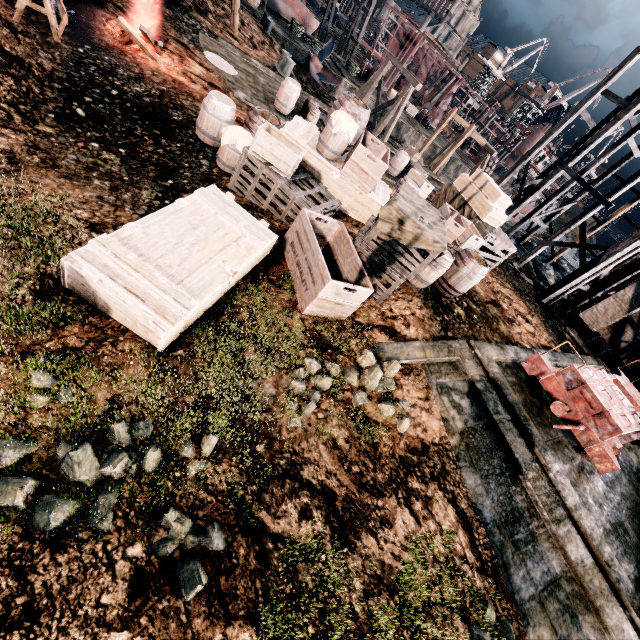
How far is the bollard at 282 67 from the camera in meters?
20.1 m

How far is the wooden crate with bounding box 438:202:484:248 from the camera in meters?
10.3 m

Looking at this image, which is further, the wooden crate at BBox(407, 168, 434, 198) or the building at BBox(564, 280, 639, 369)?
the building at BBox(564, 280, 639, 369)

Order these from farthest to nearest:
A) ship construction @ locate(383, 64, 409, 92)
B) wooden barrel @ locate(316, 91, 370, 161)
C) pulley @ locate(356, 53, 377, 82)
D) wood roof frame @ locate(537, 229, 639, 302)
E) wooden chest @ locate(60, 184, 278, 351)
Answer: ship construction @ locate(383, 64, 409, 92) < pulley @ locate(356, 53, 377, 82) < wood roof frame @ locate(537, 229, 639, 302) < wooden barrel @ locate(316, 91, 370, 161) < wooden chest @ locate(60, 184, 278, 351)

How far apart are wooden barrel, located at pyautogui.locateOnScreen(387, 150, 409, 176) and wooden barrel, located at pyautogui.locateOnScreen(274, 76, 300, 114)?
7.3 meters

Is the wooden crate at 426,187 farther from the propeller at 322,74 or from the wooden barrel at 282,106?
the propeller at 322,74

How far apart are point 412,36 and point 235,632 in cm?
6265

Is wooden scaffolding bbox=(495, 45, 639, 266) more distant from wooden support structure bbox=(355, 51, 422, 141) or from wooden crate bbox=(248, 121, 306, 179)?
wooden crate bbox=(248, 121, 306, 179)
